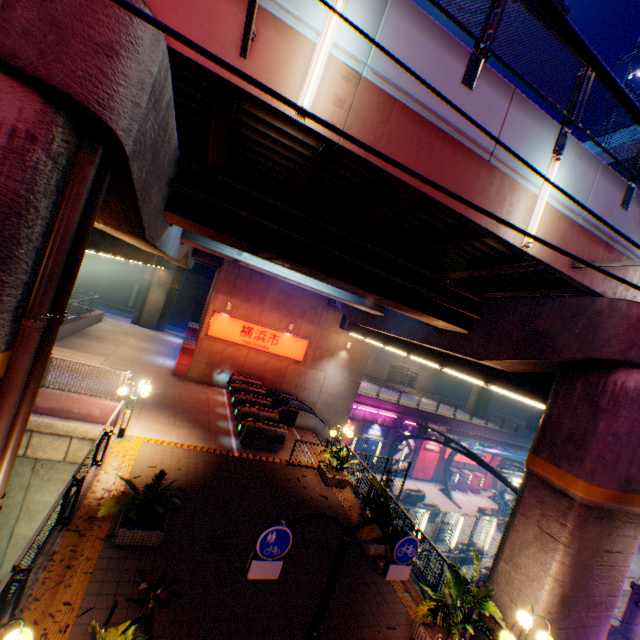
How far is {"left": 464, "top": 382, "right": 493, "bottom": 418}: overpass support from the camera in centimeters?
4753cm

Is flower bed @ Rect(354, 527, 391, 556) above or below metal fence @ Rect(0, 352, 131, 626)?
below

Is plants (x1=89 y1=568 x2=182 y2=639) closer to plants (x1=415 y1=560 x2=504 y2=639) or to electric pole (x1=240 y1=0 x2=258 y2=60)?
plants (x1=415 y1=560 x2=504 y2=639)

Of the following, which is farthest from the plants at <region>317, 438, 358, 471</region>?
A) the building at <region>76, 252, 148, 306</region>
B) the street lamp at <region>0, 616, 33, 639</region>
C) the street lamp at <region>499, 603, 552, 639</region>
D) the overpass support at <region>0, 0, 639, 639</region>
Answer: the building at <region>76, 252, 148, 306</region>

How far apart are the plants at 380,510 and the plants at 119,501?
5.4m

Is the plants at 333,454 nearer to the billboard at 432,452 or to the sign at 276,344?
the sign at 276,344

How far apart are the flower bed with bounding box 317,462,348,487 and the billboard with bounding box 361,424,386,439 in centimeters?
1634cm

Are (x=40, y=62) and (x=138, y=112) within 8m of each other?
yes
